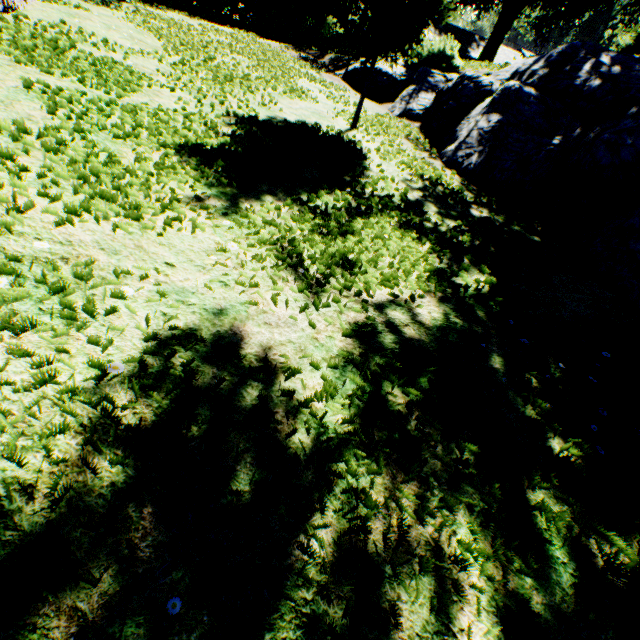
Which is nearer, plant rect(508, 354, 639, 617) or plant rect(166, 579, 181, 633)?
plant rect(166, 579, 181, 633)

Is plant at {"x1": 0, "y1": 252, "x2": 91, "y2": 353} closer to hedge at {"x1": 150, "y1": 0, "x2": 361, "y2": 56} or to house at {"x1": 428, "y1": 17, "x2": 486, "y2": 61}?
hedge at {"x1": 150, "y1": 0, "x2": 361, "y2": 56}

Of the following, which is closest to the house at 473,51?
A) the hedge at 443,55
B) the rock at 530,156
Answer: the rock at 530,156

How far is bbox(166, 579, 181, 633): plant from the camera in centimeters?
120cm

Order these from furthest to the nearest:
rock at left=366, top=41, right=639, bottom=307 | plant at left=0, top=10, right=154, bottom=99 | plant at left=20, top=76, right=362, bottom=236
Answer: rock at left=366, top=41, right=639, bottom=307, plant at left=0, top=10, right=154, bottom=99, plant at left=20, top=76, right=362, bottom=236

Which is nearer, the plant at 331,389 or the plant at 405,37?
the plant at 331,389

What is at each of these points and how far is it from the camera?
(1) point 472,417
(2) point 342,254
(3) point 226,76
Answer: (1) plant, 2.38m
(2) plant, 3.41m
(3) plant, 7.83m
